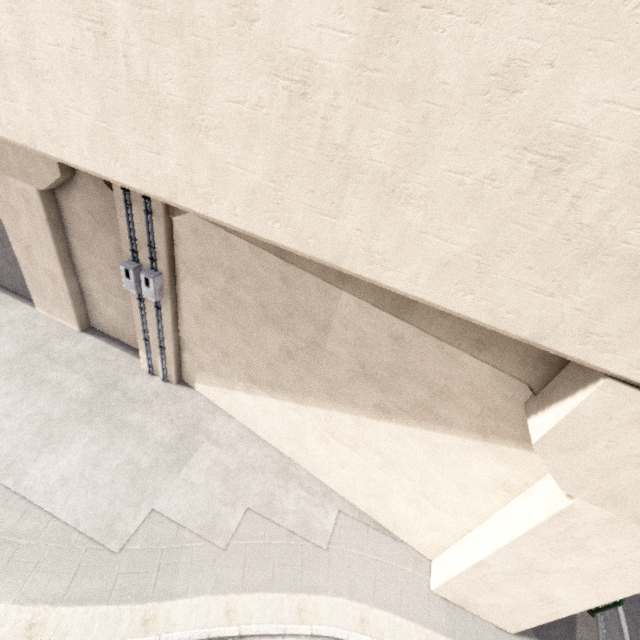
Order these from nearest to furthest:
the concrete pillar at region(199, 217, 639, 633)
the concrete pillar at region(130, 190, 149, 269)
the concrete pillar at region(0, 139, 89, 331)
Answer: the concrete pillar at region(199, 217, 639, 633) → the concrete pillar at region(130, 190, 149, 269) → the concrete pillar at region(0, 139, 89, 331)

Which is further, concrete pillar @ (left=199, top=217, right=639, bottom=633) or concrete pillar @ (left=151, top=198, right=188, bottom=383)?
Result: concrete pillar @ (left=151, top=198, right=188, bottom=383)

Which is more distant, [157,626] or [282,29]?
[157,626]

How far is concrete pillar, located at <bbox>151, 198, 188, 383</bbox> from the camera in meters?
7.1

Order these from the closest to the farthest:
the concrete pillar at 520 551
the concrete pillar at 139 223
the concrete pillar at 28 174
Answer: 1. the concrete pillar at 520 551
2. the concrete pillar at 139 223
3. the concrete pillar at 28 174

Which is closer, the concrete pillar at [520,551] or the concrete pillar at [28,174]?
the concrete pillar at [520,551]
